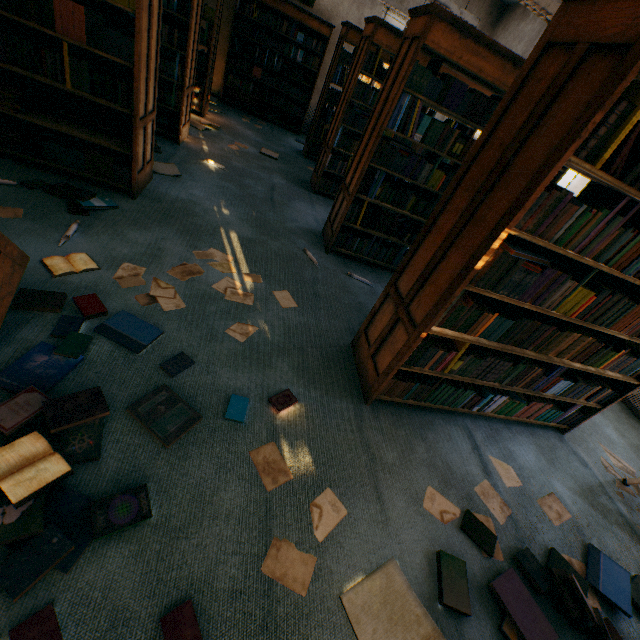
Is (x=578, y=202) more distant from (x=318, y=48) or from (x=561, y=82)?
(x=318, y=48)

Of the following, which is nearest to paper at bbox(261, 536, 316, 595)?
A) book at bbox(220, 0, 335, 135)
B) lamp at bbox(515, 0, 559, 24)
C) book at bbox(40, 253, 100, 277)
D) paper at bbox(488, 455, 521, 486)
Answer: paper at bbox(488, 455, 521, 486)

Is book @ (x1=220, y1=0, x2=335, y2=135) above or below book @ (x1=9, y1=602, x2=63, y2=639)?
above

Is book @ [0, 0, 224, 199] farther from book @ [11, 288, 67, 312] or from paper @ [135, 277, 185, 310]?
book @ [11, 288, 67, 312]

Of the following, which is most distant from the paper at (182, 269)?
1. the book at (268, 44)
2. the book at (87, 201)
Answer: the book at (268, 44)

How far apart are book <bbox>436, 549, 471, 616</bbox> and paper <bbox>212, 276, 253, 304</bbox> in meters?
2.2

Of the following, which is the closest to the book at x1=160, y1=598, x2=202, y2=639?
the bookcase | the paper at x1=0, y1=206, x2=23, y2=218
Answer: the bookcase

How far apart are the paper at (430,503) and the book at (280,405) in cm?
95
